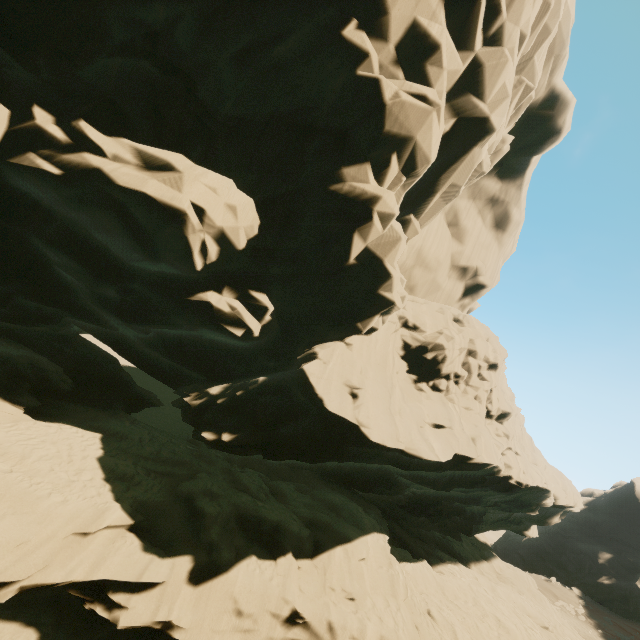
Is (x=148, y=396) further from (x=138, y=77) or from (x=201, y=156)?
(x=138, y=77)
